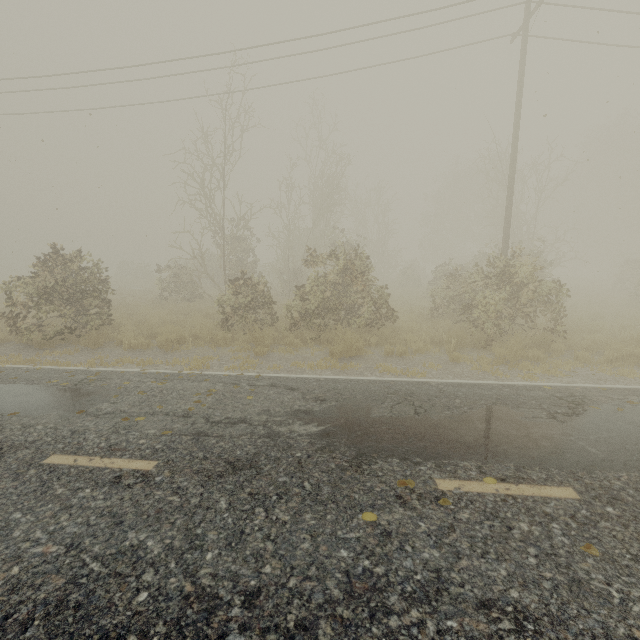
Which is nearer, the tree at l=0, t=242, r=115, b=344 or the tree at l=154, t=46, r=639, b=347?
the tree at l=0, t=242, r=115, b=344

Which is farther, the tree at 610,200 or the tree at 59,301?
the tree at 610,200

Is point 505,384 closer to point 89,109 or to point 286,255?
point 89,109
